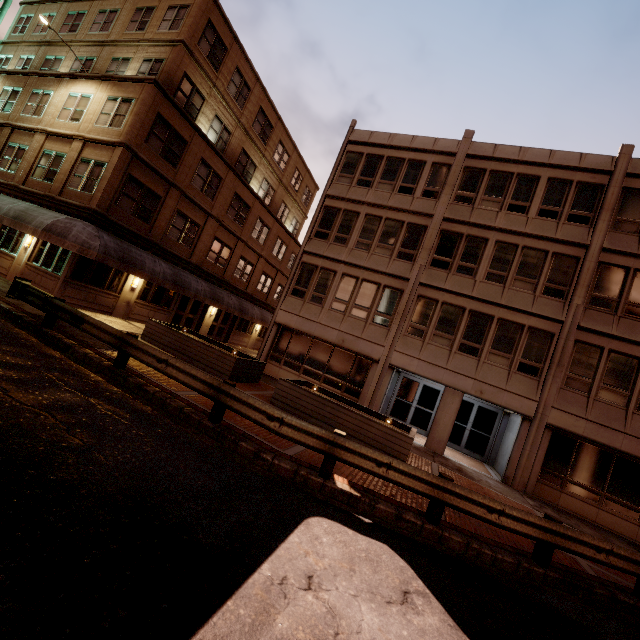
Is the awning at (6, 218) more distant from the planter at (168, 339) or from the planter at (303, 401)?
the planter at (303, 401)

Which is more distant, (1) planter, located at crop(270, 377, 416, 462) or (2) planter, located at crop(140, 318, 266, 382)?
(2) planter, located at crop(140, 318, 266, 382)

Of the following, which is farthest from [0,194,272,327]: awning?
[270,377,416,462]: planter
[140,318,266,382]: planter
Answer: [270,377,416,462]: planter

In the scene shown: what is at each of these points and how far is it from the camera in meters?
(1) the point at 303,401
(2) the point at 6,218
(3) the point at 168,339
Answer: (1) planter, 11.2 m
(2) awning, 14.5 m
(3) planter, 13.7 m

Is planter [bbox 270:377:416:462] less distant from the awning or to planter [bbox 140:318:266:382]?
planter [bbox 140:318:266:382]

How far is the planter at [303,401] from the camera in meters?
10.1 m

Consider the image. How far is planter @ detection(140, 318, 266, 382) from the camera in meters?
12.6 m
